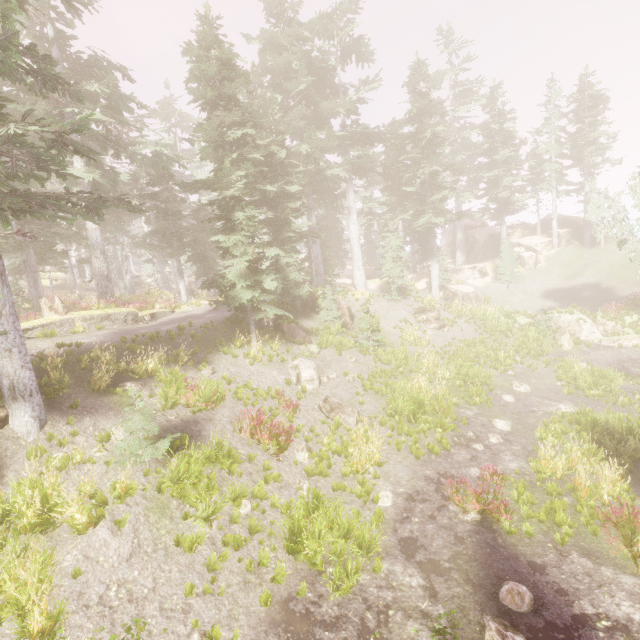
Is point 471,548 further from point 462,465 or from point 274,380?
point 274,380

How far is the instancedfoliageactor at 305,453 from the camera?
10.0m

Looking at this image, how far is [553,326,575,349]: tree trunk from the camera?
21.2 meters

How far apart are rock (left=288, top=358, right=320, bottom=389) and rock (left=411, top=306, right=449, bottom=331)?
12.19m

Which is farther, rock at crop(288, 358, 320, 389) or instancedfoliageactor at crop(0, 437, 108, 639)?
rock at crop(288, 358, 320, 389)

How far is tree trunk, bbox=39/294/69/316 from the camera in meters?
16.2 m

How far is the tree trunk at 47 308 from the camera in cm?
1622

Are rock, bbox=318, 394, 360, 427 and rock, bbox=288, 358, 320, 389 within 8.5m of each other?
yes
